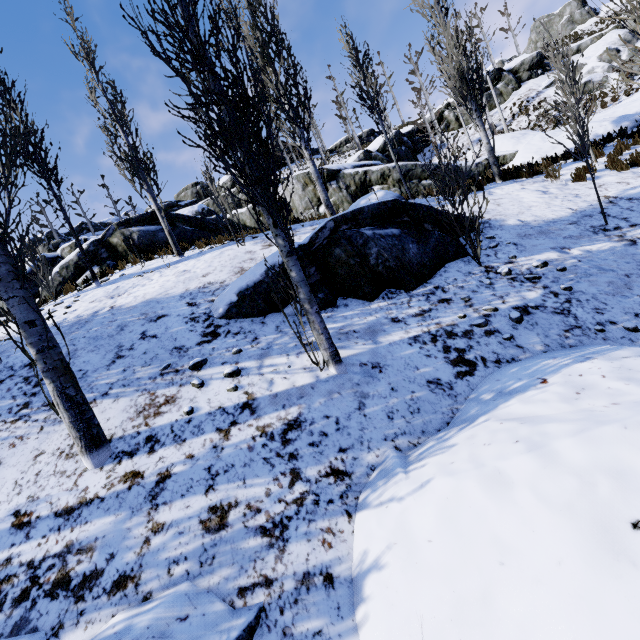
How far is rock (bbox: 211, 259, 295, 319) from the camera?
4.84m

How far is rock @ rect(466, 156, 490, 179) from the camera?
14.89m

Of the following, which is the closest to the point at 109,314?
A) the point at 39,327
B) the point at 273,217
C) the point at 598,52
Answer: the point at 39,327

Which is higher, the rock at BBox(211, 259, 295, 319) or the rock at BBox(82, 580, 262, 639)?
the rock at BBox(211, 259, 295, 319)

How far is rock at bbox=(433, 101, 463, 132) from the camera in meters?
31.0

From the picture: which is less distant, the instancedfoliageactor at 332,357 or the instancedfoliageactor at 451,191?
the instancedfoliageactor at 332,357

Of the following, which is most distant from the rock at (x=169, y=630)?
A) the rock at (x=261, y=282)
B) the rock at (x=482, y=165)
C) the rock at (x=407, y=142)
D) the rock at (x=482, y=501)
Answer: the rock at (x=407, y=142)

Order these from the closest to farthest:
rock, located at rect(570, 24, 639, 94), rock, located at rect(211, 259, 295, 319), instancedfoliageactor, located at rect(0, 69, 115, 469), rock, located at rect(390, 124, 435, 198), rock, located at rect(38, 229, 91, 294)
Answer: instancedfoliageactor, located at rect(0, 69, 115, 469), rock, located at rect(211, 259, 295, 319), rock, located at rect(38, 229, 91, 294), rock, located at rect(390, 124, 435, 198), rock, located at rect(570, 24, 639, 94)
